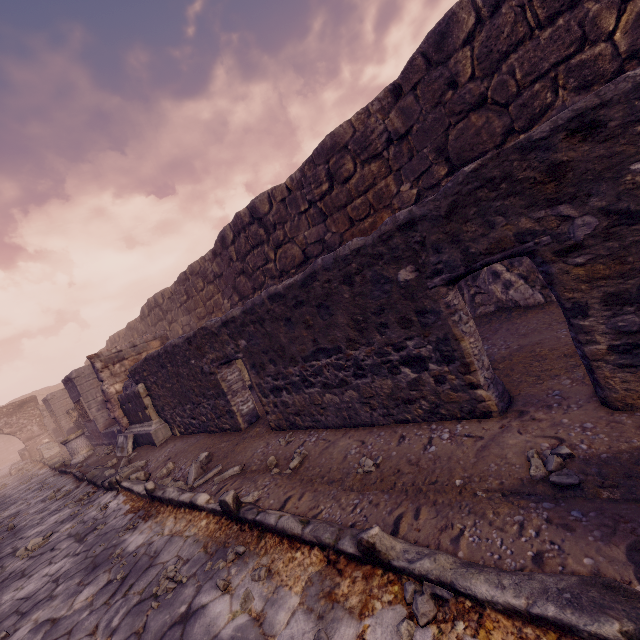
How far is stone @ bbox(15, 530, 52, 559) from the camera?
4.8 meters

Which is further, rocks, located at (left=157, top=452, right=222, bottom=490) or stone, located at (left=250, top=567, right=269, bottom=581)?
rocks, located at (left=157, top=452, right=222, bottom=490)

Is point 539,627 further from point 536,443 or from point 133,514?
point 133,514

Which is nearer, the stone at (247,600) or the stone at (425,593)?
the stone at (425,593)

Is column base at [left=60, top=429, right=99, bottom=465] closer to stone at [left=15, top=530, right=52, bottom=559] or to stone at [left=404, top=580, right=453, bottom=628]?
stone at [left=15, top=530, right=52, bottom=559]

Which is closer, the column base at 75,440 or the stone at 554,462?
the stone at 554,462

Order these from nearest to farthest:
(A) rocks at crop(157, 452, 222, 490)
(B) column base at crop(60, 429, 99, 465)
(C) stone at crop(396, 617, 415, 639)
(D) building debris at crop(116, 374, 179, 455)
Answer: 1. (C) stone at crop(396, 617, 415, 639)
2. (A) rocks at crop(157, 452, 222, 490)
3. (D) building debris at crop(116, 374, 179, 455)
4. (B) column base at crop(60, 429, 99, 465)

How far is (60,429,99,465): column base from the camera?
10.9 meters
